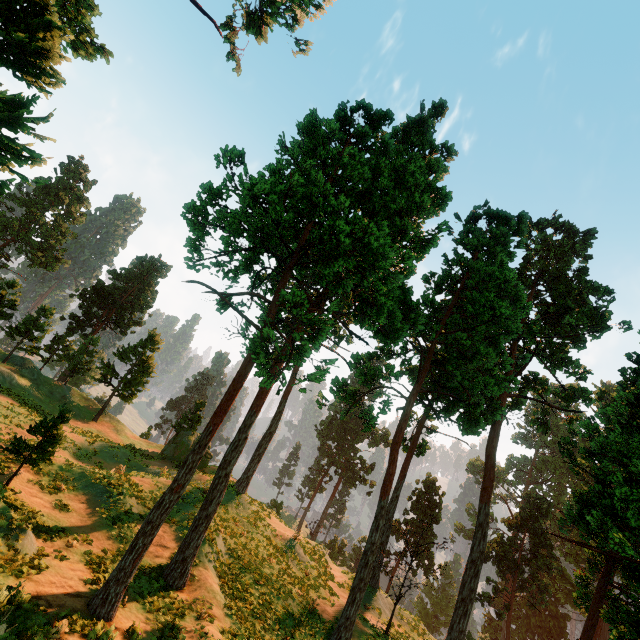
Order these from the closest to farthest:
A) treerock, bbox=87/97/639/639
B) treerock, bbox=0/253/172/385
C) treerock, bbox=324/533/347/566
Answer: treerock, bbox=87/97/639/639 < treerock, bbox=0/253/172/385 < treerock, bbox=324/533/347/566

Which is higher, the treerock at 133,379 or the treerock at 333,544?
the treerock at 133,379

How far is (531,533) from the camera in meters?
43.0 m

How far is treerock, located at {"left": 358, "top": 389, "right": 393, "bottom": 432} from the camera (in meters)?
18.97

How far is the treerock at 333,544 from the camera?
55.7 meters

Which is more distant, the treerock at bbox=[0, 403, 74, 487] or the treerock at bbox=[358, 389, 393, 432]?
the treerock at bbox=[358, 389, 393, 432]
